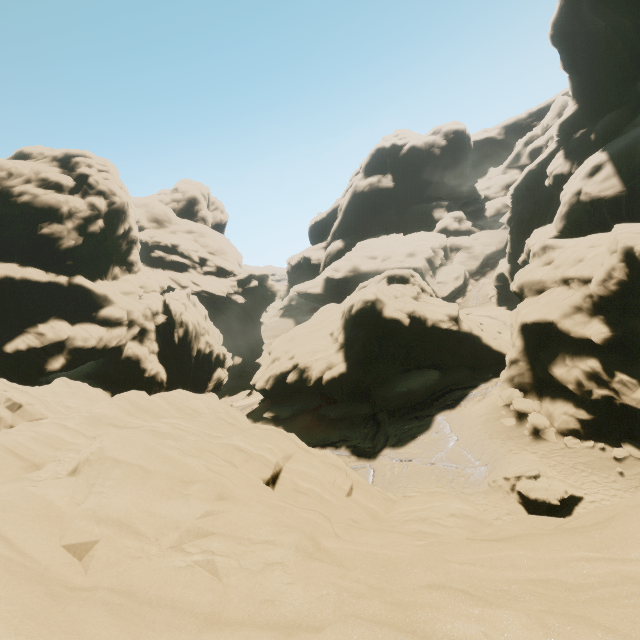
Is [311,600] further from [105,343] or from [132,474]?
[105,343]
